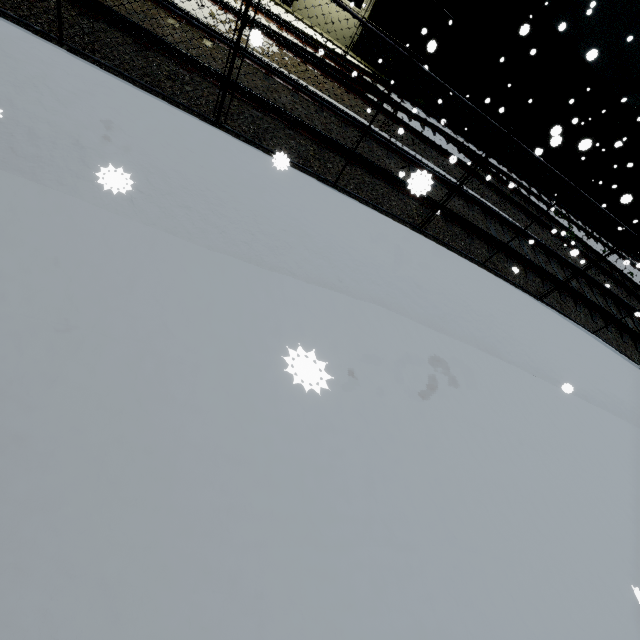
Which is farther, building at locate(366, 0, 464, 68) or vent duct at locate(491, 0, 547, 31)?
building at locate(366, 0, 464, 68)

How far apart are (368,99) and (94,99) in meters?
8.4

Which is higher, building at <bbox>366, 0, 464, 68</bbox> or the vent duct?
the vent duct

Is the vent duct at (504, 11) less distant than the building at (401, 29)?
Yes
